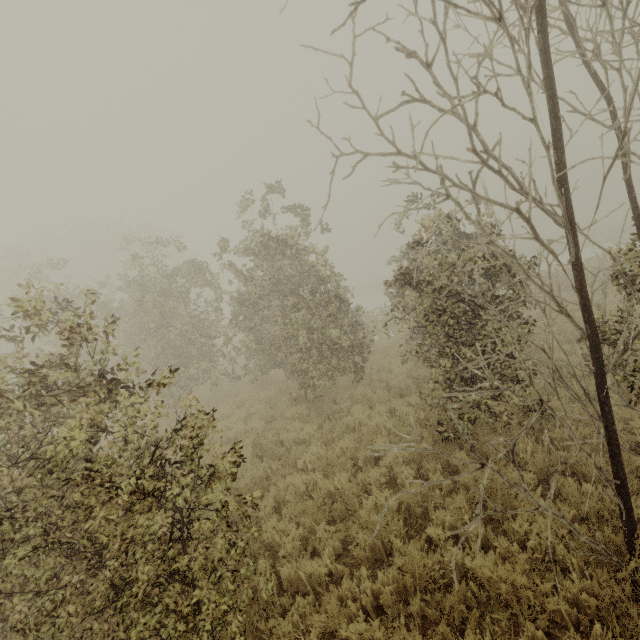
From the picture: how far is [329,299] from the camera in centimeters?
974cm
